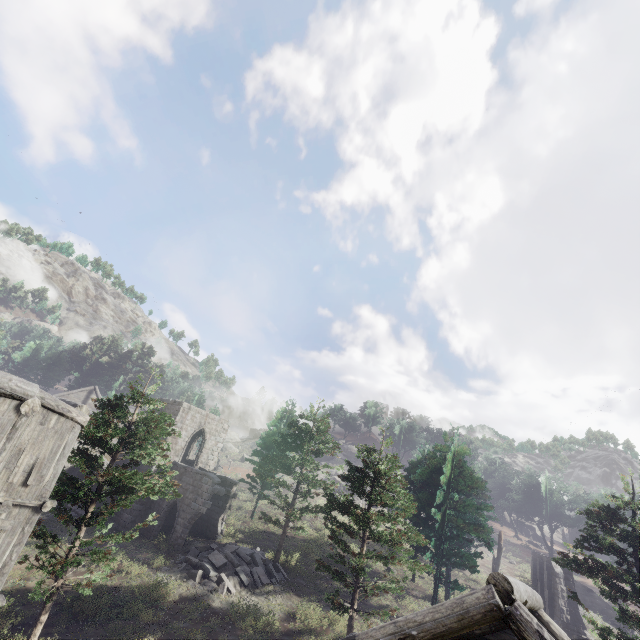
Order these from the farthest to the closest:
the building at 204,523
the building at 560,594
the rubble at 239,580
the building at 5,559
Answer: the building at 204,523 → the rubble at 239,580 → the building at 5,559 → the building at 560,594

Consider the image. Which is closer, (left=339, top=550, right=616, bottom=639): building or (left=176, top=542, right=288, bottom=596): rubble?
(left=339, top=550, right=616, bottom=639): building

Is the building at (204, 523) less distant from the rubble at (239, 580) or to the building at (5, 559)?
the rubble at (239, 580)

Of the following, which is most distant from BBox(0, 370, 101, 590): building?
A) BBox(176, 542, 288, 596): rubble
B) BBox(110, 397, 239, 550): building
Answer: BBox(110, 397, 239, 550): building

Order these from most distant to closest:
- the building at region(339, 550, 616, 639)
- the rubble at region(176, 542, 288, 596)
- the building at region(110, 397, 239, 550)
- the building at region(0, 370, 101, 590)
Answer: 1. the building at region(110, 397, 239, 550)
2. the rubble at region(176, 542, 288, 596)
3. the building at region(0, 370, 101, 590)
4. the building at region(339, 550, 616, 639)

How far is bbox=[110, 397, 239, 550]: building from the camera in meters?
22.6 m

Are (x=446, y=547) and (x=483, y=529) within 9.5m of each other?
yes

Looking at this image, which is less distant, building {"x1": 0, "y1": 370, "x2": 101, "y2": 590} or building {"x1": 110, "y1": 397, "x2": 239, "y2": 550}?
building {"x1": 0, "y1": 370, "x2": 101, "y2": 590}
